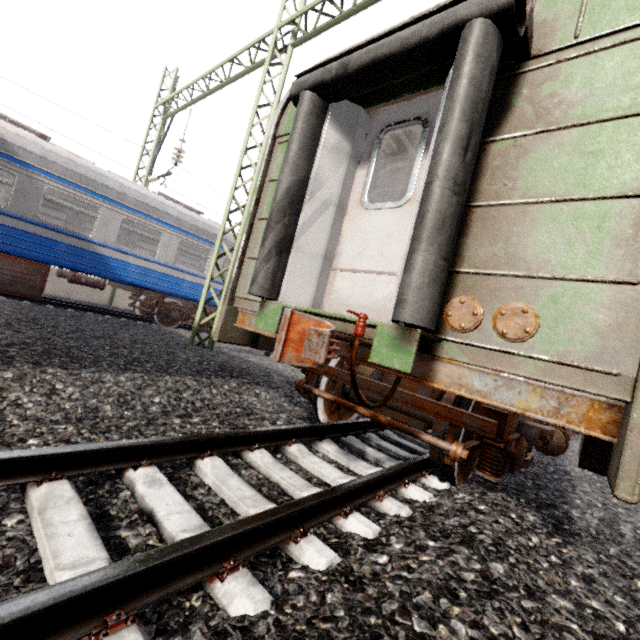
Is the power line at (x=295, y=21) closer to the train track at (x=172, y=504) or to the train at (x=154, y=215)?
the train at (x=154, y=215)

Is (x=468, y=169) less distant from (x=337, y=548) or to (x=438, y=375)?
(x=438, y=375)

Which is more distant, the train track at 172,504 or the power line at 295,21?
the power line at 295,21

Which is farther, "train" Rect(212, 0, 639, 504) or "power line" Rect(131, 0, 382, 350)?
"power line" Rect(131, 0, 382, 350)

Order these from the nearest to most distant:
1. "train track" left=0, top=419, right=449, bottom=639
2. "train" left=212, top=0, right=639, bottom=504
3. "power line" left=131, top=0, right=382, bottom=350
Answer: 1. "train track" left=0, top=419, right=449, bottom=639
2. "train" left=212, top=0, right=639, bottom=504
3. "power line" left=131, top=0, right=382, bottom=350

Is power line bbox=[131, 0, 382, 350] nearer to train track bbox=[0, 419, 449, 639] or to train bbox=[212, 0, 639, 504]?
train bbox=[212, 0, 639, 504]

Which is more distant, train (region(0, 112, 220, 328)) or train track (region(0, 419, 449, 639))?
train (region(0, 112, 220, 328))

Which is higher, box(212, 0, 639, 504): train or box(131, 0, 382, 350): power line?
box(131, 0, 382, 350): power line
